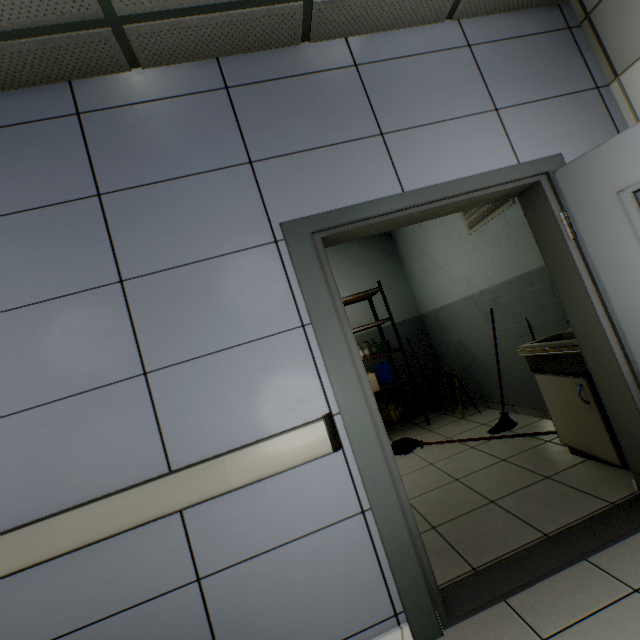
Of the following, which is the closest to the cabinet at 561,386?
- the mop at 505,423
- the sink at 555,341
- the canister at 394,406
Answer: the sink at 555,341

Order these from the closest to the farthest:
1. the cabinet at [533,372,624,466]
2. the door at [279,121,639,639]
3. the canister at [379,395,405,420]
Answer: the door at [279,121,639,639] → the cabinet at [533,372,624,466] → the canister at [379,395,405,420]

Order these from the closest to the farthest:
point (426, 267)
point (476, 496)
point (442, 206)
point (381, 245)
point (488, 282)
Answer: point (442, 206), point (476, 496), point (488, 282), point (426, 267), point (381, 245)

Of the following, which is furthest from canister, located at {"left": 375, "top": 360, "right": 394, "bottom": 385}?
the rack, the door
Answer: the door

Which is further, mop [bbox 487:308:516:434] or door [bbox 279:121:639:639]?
mop [bbox 487:308:516:434]

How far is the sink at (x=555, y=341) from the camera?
2.33m

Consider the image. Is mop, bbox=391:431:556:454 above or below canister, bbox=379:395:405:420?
below

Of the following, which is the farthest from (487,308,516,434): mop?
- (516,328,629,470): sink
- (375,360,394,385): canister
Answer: (375,360,394,385): canister
